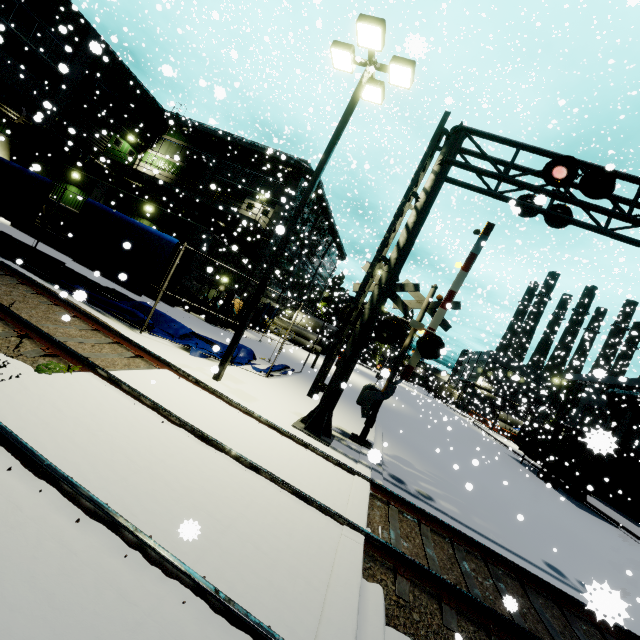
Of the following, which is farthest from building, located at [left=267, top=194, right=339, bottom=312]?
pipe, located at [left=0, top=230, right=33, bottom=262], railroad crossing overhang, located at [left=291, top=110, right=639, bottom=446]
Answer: railroad crossing overhang, located at [left=291, top=110, right=639, bottom=446]

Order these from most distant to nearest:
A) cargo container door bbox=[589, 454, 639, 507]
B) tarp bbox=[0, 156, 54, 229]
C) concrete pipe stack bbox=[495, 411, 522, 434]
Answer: concrete pipe stack bbox=[495, 411, 522, 434] < cargo container door bbox=[589, 454, 639, 507] < tarp bbox=[0, 156, 54, 229]

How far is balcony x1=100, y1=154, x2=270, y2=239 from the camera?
24.36m

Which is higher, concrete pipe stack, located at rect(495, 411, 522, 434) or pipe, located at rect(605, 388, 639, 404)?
pipe, located at rect(605, 388, 639, 404)

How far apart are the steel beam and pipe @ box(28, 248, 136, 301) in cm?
152

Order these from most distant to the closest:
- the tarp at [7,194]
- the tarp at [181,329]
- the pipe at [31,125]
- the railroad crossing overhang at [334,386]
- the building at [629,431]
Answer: the building at [629,431] → the pipe at [31,125] → the tarp at [7,194] → the tarp at [181,329] → the railroad crossing overhang at [334,386]

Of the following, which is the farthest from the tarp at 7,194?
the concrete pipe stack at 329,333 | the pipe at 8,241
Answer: the concrete pipe stack at 329,333

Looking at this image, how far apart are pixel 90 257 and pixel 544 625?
14.3 meters
